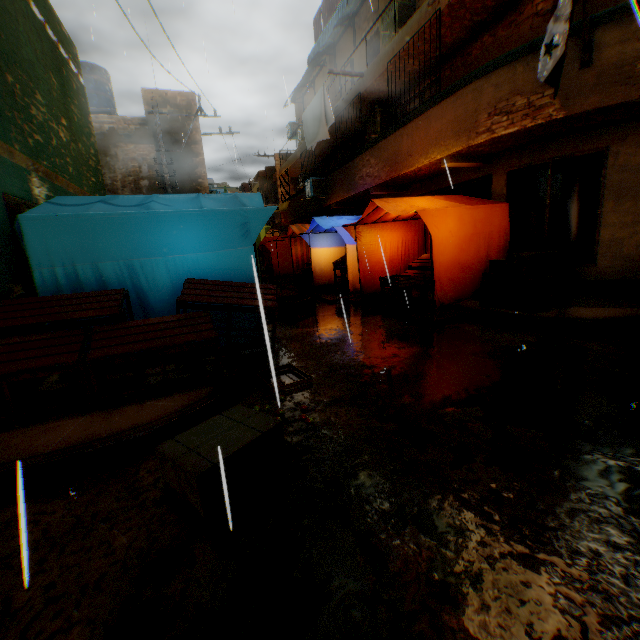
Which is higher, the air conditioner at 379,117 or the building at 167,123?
the building at 167,123

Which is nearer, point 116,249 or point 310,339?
point 116,249

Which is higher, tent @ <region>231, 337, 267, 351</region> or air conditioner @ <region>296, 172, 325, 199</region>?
air conditioner @ <region>296, 172, 325, 199</region>

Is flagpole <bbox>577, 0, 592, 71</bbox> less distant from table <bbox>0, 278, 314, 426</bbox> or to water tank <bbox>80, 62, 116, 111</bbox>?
table <bbox>0, 278, 314, 426</bbox>

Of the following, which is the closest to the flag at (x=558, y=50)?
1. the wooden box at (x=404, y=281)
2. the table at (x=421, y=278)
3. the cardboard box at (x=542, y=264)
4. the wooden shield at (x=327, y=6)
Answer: the cardboard box at (x=542, y=264)

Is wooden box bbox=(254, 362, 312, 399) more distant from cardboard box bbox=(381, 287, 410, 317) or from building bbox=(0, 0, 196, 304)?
cardboard box bbox=(381, 287, 410, 317)

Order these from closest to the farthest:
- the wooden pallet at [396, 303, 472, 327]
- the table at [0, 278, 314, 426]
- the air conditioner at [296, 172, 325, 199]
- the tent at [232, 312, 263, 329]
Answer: the table at [0, 278, 314, 426], the tent at [232, 312, 263, 329], the wooden pallet at [396, 303, 472, 327], the air conditioner at [296, 172, 325, 199]

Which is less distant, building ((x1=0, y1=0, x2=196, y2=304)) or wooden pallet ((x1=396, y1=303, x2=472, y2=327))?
building ((x1=0, y1=0, x2=196, y2=304))
